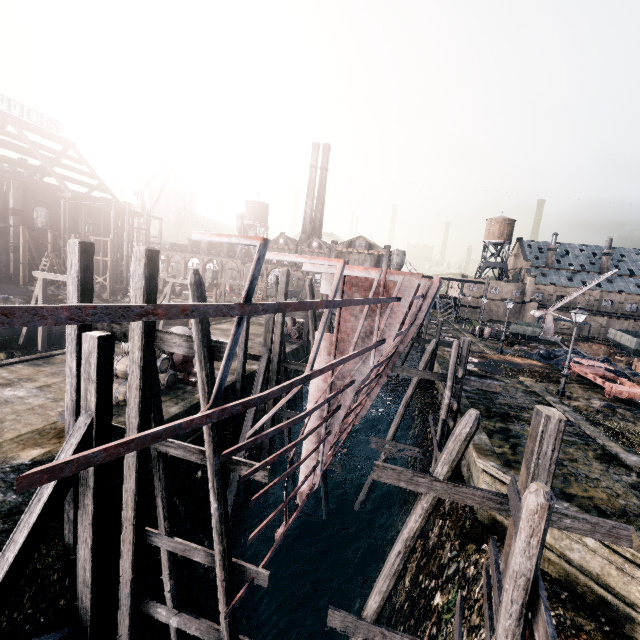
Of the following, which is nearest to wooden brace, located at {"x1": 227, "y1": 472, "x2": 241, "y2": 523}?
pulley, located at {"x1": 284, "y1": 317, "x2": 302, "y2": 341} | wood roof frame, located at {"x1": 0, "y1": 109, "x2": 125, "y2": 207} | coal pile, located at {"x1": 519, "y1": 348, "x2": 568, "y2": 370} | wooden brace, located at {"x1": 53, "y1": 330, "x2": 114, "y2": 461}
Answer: wooden brace, located at {"x1": 53, "y1": 330, "x2": 114, "y2": 461}

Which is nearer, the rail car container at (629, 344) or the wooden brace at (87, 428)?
the wooden brace at (87, 428)

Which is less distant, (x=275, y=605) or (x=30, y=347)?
(x=275, y=605)

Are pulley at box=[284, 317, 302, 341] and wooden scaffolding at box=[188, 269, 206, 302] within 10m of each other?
no

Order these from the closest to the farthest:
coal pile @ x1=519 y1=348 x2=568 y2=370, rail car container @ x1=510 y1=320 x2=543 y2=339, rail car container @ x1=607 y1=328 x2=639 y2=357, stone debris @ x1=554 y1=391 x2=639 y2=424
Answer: stone debris @ x1=554 y1=391 x2=639 y2=424 < coal pile @ x1=519 y1=348 x2=568 y2=370 < rail car container @ x1=510 y1=320 x2=543 y2=339 < rail car container @ x1=607 y1=328 x2=639 y2=357

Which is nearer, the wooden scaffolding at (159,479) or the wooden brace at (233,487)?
the wooden scaffolding at (159,479)

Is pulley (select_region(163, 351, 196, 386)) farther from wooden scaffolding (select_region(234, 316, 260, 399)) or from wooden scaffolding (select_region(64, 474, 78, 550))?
wooden scaffolding (select_region(64, 474, 78, 550))

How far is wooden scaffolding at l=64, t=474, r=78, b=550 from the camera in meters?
8.9
